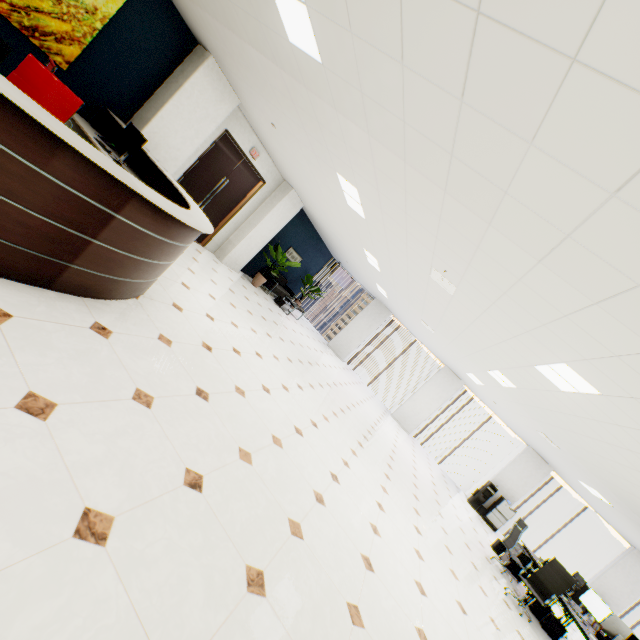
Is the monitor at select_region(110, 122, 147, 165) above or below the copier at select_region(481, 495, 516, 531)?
above

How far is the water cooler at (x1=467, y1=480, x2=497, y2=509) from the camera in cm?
1134

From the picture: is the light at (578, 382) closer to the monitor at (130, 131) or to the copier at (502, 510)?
the monitor at (130, 131)

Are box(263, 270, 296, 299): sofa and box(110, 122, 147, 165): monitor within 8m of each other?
yes

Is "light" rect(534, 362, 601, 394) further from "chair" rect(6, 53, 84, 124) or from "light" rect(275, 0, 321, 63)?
"chair" rect(6, 53, 84, 124)

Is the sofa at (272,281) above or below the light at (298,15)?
below

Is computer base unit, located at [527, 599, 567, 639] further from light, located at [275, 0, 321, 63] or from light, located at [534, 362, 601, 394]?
light, located at [275, 0, 321, 63]

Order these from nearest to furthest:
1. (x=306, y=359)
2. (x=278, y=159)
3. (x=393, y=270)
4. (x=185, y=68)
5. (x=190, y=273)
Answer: (x=185, y=68), (x=190, y=273), (x=393, y=270), (x=278, y=159), (x=306, y=359)
